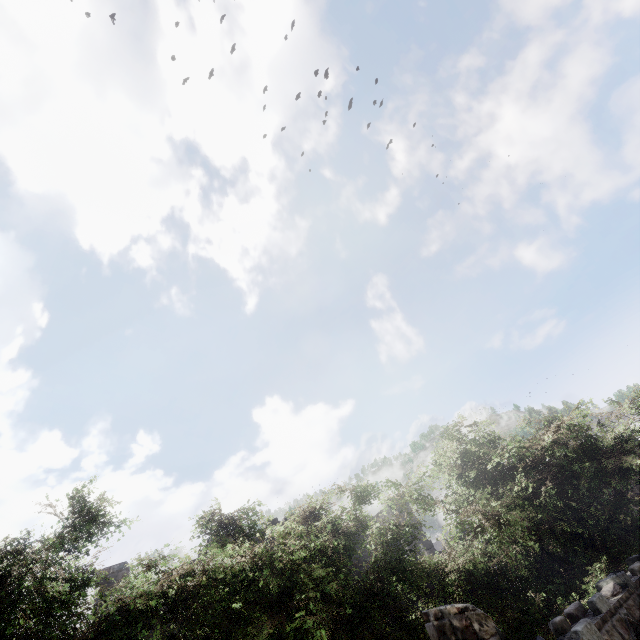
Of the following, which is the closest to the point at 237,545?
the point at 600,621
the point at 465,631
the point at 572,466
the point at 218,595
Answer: the point at 218,595

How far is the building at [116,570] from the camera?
15.19m

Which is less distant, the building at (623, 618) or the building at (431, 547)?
the building at (623, 618)

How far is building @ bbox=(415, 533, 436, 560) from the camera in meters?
23.0

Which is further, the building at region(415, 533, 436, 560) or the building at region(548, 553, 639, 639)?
the building at region(415, 533, 436, 560)
